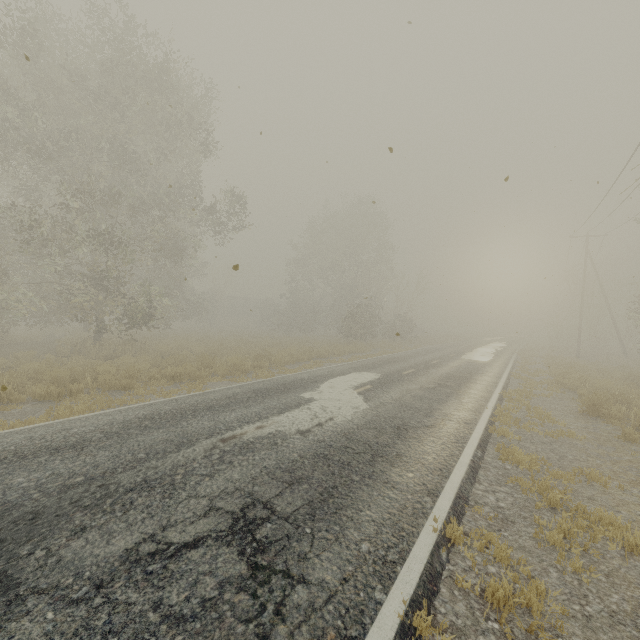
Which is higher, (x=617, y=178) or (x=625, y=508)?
(x=617, y=178)

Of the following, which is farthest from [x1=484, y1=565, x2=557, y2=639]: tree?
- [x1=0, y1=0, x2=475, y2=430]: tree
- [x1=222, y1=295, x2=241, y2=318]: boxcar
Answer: [x1=222, y1=295, x2=241, y2=318]: boxcar

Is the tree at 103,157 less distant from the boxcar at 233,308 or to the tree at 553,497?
the tree at 553,497

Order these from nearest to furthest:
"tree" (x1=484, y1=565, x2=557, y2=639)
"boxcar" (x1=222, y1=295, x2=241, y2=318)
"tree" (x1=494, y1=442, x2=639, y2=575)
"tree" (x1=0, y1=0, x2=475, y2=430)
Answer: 1. "tree" (x1=484, y1=565, x2=557, y2=639)
2. "tree" (x1=494, y1=442, x2=639, y2=575)
3. "tree" (x1=0, y1=0, x2=475, y2=430)
4. "boxcar" (x1=222, y1=295, x2=241, y2=318)

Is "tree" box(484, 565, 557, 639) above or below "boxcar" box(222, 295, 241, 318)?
below

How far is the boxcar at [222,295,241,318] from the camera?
57.06m

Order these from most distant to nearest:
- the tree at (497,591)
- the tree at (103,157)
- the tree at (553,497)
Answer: the tree at (103,157), the tree at (553,497), the tree at (497,591)

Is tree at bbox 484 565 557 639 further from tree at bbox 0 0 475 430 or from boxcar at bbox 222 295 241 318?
boxcar at bbox 222 295 241 318
